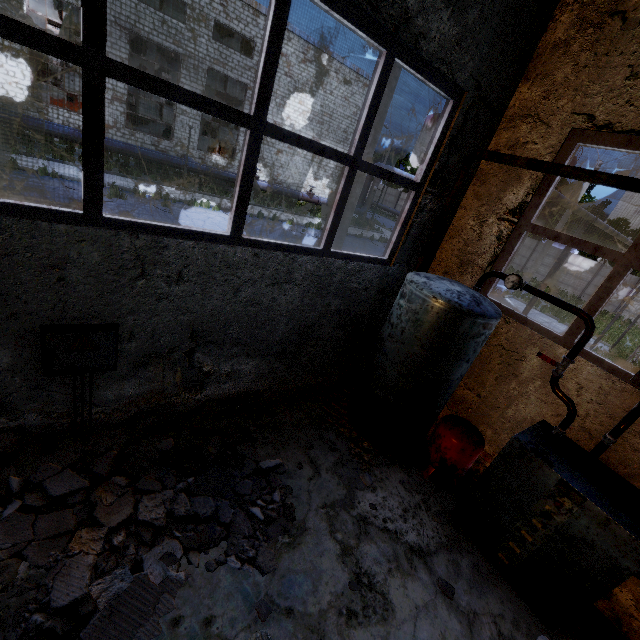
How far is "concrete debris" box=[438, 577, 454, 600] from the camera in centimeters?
358cm

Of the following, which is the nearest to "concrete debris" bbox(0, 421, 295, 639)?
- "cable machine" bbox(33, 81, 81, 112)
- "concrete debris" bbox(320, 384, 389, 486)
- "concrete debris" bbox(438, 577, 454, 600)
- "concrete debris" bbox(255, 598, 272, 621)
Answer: "concrete debris" bbox(255, 598, 272, 621)

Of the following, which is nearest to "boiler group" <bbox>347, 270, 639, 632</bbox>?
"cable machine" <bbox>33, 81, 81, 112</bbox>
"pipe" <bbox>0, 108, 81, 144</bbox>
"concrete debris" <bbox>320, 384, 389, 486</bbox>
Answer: "concrete debris" <bbox>320, 384, 389, 486</bbox>

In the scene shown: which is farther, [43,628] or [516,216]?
[516,216]

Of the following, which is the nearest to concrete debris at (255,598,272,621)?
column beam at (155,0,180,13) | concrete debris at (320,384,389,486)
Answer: concrete debris at (320,384,389,486)

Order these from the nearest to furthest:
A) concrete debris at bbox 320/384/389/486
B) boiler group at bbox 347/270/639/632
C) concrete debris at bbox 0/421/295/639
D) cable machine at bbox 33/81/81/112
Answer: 1. concrete debris at bbox 0/421/295/639
2. boiler group at bbox 347/270/639/632
3. concrete debris at bbox 320/384/389/486
4. cable machine at bbox 33/81/81/112

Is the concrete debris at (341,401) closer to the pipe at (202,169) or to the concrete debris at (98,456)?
the concrete debris at (98,456)

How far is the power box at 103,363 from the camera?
3.1 meters
